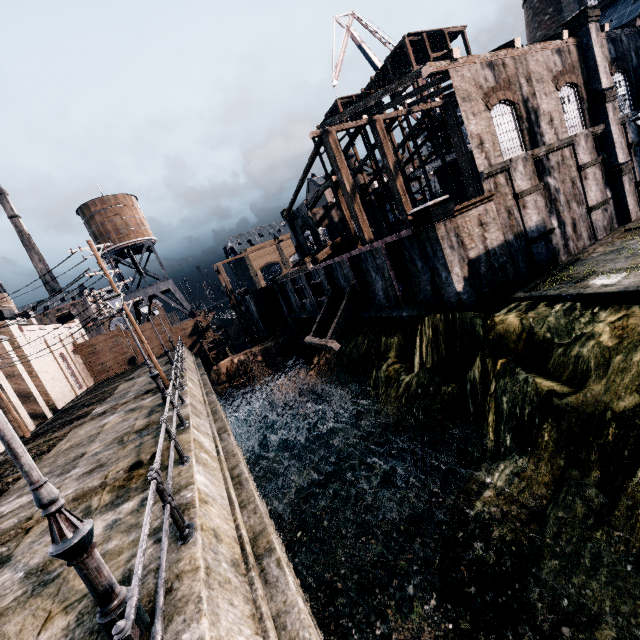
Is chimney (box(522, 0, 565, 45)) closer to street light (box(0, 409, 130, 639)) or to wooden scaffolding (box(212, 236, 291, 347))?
wooden scaffolding (box(212, 236, 291, 347))

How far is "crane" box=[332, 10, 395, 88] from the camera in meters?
41.9 m

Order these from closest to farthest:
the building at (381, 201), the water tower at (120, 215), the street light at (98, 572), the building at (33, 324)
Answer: the street light at (98, 572) < the building at (33, 324) < the water tower at (120, 215) < the building at (381, 201)

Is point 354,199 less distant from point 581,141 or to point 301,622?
point 581,141

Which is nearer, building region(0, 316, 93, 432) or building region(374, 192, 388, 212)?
building region(0, 316, 93, 432)

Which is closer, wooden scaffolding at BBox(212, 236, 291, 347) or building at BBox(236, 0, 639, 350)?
building at BBox(236, 0, 639, 350)

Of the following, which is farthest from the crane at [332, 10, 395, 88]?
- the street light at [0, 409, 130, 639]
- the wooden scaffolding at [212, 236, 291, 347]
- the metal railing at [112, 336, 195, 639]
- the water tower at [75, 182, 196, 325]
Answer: the street light at [0, 409, 130, 639]

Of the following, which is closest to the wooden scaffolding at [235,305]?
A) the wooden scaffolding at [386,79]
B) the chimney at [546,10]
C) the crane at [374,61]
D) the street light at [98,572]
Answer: the wooden scaffolding at [386,79]
